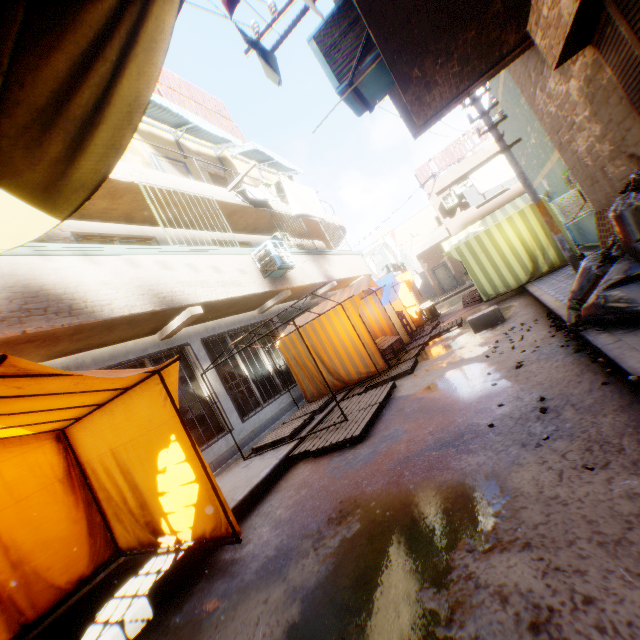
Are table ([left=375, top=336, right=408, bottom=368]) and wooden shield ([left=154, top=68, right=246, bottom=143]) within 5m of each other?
no

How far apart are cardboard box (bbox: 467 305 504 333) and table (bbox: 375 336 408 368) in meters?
1.3 m

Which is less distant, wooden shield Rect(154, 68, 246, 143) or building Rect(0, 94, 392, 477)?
building Rect(0, 94, 392, 477)

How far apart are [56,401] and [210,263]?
4.7 meters

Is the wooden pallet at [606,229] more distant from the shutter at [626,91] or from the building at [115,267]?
the shutter at [626,91]

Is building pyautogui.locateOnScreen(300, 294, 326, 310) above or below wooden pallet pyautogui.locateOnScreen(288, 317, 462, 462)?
above

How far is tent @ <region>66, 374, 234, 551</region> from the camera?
3.7 meters

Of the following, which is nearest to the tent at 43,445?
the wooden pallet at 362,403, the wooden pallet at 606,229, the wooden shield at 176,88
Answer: the wooden pallet at 362,403
